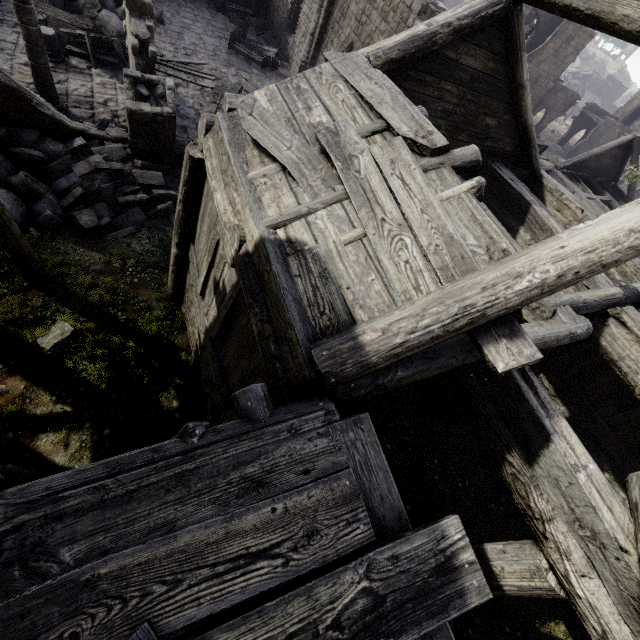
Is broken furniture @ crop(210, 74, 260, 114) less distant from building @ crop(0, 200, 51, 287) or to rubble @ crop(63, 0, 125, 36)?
building @ crop(0, 200, 51, 287)

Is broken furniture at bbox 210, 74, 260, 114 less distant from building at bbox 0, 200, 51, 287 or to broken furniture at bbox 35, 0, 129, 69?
building at bbox 0, 200, 51, 287

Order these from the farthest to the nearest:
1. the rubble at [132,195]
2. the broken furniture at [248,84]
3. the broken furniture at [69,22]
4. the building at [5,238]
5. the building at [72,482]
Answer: the broken furniture at [248,84]
the broken furniture at [69,22]
the rubble at [132,195]
the building at [5,238]
the building at [72,482]

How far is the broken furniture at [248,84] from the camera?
15.0m

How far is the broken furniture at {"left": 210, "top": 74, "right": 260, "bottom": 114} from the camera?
15.0 meters

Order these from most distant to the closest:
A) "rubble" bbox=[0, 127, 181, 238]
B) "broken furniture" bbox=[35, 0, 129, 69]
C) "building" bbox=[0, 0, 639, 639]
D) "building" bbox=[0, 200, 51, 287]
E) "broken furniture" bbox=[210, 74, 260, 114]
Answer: "broken furniture" bbox=[210, 74, 260, 114]
"broken furniture" bbox=[35, 0, 129, 69]
"rubble" bbox=[0, 127, 181, 238]
"building" bbox=[0, 200, 51, 287]
"building" bbox=[0, 0, 639, 639]

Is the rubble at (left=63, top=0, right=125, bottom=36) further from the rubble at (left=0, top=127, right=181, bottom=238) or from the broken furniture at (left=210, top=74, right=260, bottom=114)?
the rubble at (left=0, top=127, right=181, bottom=238)

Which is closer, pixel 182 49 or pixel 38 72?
pixel 38 72
